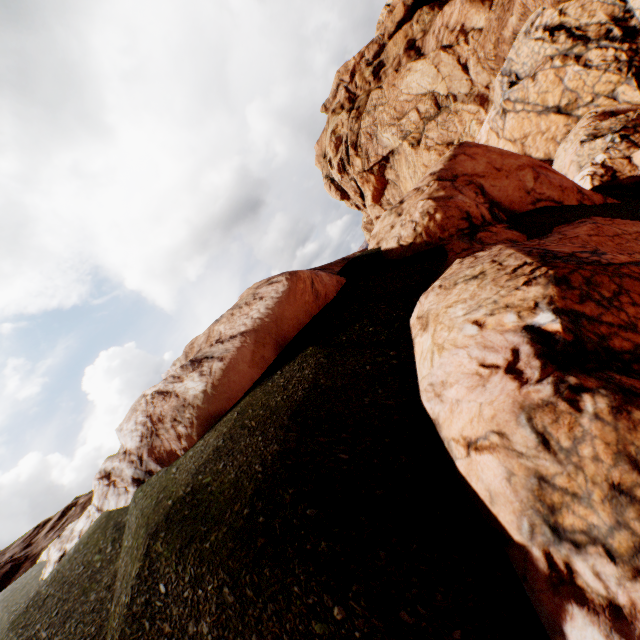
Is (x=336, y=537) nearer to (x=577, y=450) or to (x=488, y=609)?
(x=488, y=609)
